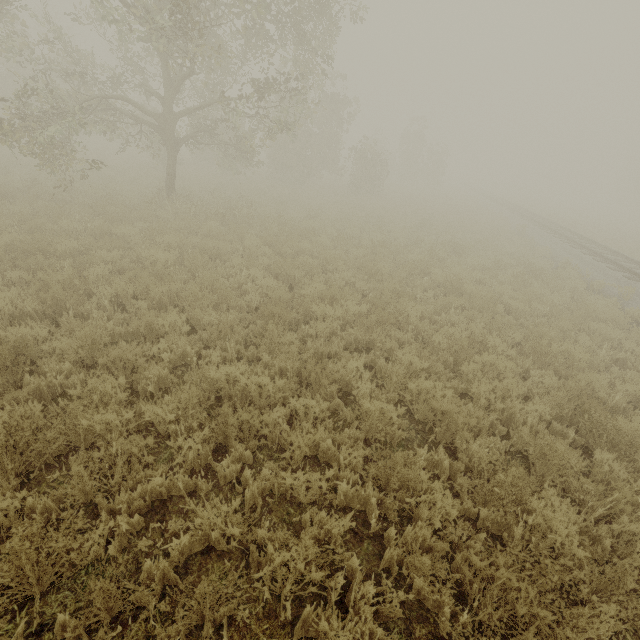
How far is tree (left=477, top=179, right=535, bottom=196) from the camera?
50.8m

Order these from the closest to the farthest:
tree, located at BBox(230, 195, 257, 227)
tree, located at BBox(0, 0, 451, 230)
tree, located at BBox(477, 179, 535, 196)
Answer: tree, located at BBox(0, 0, 451, 230)
tree, located at BBox(230, 195, 257, 227)
tree, located at BBox(477, 179, 535, 196)

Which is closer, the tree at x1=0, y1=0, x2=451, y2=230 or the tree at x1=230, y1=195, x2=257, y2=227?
the tree at x1=0, y1=0, x2=451, y2=230

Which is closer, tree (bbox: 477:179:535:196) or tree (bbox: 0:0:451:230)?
tree (bbox: 0:0:451:230)

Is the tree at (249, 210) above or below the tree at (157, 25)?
below

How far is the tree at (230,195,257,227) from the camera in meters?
12.7

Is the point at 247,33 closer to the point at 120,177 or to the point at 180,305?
the point at 120,177

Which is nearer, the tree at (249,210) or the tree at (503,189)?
the tree at (249,210)
